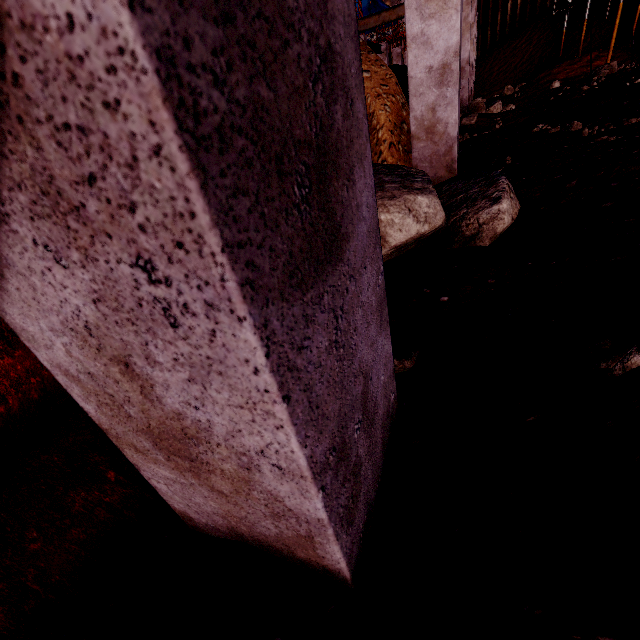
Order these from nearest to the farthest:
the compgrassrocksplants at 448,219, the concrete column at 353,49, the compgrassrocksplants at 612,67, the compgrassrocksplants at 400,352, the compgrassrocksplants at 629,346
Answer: the concrete column at 353,49
the compgrassrocksplants at 629,346
the compgrassrocksplants at 400,352
the compgrassrocksplants at 448,219
the compgrassrocksplants at 612,67

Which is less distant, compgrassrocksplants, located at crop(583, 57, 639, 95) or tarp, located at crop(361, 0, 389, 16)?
compgrassrocksplants, located at crop(583, 57, 639, 95)

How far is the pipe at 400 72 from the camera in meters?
8.0

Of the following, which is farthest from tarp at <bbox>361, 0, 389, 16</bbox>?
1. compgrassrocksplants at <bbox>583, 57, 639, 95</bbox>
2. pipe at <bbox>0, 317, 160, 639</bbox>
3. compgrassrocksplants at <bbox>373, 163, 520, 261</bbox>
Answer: pipe at <bbox>0, 317, 160, 639</bbox>

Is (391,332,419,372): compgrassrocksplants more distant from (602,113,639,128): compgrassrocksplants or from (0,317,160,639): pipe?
(602,113,639,128): compgrassrocksplants

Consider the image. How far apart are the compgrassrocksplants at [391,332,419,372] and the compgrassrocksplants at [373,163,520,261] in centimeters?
88cm

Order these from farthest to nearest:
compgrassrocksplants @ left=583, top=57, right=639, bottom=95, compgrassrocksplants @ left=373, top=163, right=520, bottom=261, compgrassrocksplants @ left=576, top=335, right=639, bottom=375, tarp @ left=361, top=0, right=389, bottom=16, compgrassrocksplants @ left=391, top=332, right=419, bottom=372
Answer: tarp @ left=361, top=0, right=389, bottom=16 → compgrassrocksplants @ left=583, top=57, right=639, bottom=95 → compgrassrocksplants @ left=373, top=163, right=520, bottom=261 → compgrassrocksplants @ left=391, top=332, right=419, bottom=372 → compgrassrocksplants @ left=576, top=335, right=639, bottom=375

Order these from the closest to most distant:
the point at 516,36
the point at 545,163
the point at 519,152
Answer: the point at 545,163, the point at 519,152, the point at 516,36
